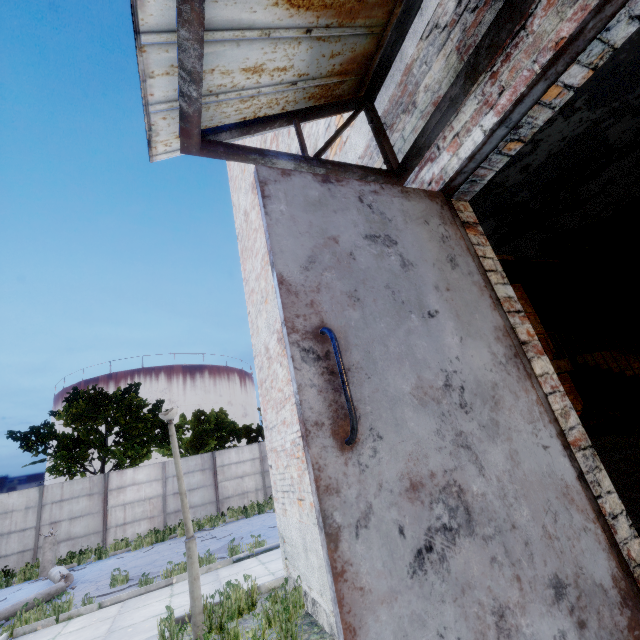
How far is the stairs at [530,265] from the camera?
9.4m

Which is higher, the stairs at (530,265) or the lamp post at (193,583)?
the stairs at (530,265)

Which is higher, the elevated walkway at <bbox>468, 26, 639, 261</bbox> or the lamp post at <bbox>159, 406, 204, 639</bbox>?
the elevated walkway at <bbox>468, 26, 639, 261</bbox>

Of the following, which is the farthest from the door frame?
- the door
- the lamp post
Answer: the lamp post

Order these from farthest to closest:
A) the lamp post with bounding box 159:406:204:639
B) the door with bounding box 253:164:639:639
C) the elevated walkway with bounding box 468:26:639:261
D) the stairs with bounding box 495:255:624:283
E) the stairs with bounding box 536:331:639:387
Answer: the stairs with bounding box 495:255:624:283, the stairs with bounding box 536:331:639:387, the lamp post with bounding box 159:406:204:639, the elevated walkway with bounding box 468:26:639:261, the door with bounding box 253:164:639:639

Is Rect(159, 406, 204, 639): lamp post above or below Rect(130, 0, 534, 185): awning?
below

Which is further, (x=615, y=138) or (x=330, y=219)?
(x=615, y=138)

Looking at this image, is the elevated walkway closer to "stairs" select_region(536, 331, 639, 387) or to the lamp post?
"stairs" select_region(536, 331, 639, 387)
